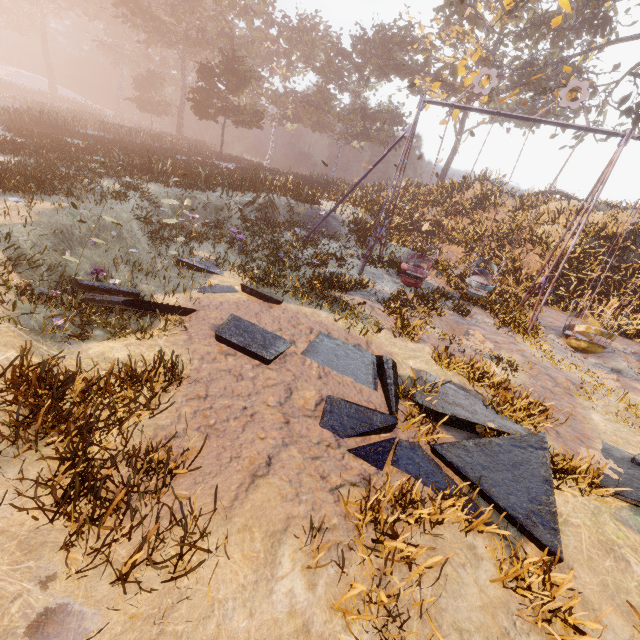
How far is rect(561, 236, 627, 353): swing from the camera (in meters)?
9.59

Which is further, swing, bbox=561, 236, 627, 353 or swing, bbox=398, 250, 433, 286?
swing, bbox=398, 250, 433, 286

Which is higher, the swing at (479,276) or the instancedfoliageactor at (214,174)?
the instancedfoliageactor at (214,174)

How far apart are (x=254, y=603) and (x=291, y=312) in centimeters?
615cm

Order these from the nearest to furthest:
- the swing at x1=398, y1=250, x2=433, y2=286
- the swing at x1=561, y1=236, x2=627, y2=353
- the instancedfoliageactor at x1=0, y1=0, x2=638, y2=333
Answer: the swing at x1=561, y1=236, x2=627, y2=353 → the instancedfoliageactor at x1=0, y1=0, x2=638, y2=333 → the swing at x1=398, y1=250, x2=433, y2=286

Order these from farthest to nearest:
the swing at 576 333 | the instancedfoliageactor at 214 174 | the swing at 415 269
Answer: the swing at 415 269, the instancedfoliageactor at 214 174, the swing at 576 333

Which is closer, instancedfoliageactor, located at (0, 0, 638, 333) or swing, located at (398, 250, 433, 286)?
instancedfoliageactor, located at (0, 0, 638, 333)
